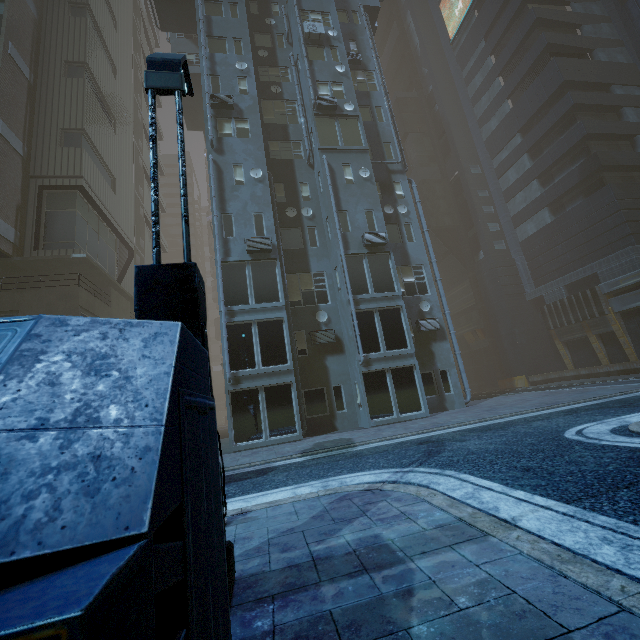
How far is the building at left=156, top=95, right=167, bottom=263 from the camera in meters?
40.7 m

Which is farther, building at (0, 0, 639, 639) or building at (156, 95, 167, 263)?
building at (156, 95, 167, 263)

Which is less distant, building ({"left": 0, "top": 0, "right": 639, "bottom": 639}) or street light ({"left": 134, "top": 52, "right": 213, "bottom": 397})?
building ({"left": 0, "top": 0, "right": 639, "bottom": 639})

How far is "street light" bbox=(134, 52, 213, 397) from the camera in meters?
3.1

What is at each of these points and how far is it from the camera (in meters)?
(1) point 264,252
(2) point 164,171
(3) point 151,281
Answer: (1) building, 15.71
(2) building, 44.97
(3) street light, 3.12

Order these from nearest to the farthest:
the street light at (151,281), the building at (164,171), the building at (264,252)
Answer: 1. the building at (264,252)
2. the street light at (151,281)
3. the building at (164,171)

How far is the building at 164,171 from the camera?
40.72m
